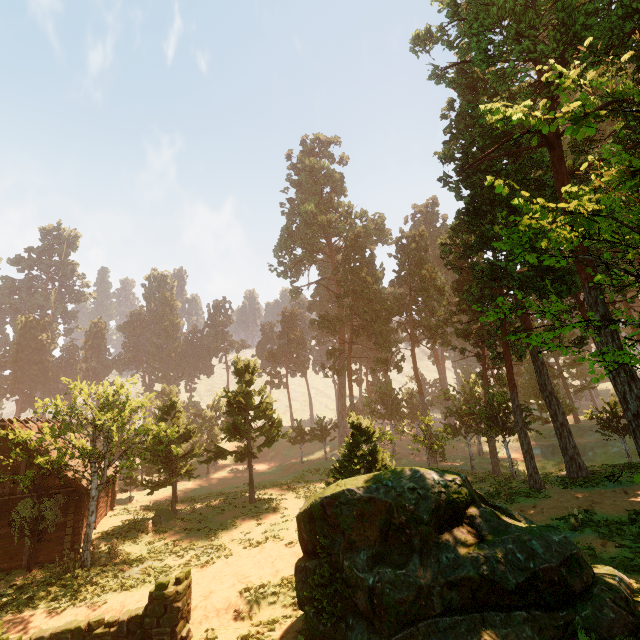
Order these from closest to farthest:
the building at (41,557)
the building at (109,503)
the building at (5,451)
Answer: the building at (41,557)
the building at (5,451)
the building at (109,503)

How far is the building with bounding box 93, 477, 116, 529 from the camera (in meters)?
24.17

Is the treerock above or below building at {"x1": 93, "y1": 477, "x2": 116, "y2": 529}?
above

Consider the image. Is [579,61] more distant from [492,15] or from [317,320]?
[317,320]

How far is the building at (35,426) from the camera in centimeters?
2034cm

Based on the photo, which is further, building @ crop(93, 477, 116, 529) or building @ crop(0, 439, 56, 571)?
building @ crop(93, 477, 116, 529)

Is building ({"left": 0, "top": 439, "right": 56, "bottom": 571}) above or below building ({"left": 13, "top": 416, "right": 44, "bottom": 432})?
below
